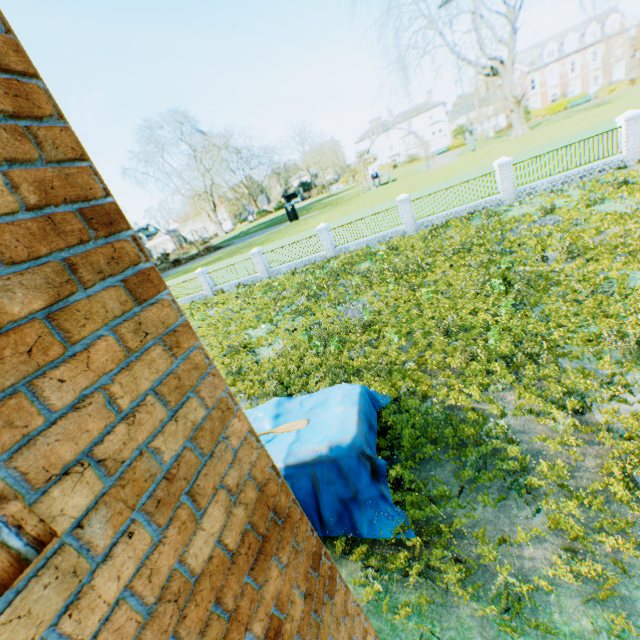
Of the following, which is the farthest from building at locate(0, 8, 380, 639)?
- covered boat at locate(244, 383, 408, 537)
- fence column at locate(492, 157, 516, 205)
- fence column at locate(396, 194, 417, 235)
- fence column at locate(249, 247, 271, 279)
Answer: fence column at locate(492, 157, 516, 205)

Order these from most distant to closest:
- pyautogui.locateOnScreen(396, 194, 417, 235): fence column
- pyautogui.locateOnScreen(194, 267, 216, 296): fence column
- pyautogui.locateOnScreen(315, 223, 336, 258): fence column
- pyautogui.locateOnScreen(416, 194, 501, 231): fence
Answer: pyautogui.locateOnScreen(194, 267, 216, 296): fence column
pyautogui.locateOnScreen(315, 223, 336, 258): fence column
pyautogui.locateOnScreen(396, 194, 417, 235): fence column
pyautogui.locateOnScreen(416, 194, 501, 231): fence

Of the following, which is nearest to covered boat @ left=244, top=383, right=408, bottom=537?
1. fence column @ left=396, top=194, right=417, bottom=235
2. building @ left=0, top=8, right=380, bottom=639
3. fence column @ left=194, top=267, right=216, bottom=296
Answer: building @ left=0, top=8, right=380, bottom=639

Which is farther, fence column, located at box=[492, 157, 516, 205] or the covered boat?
fence column, located at box=[492, 157, 516, 205]

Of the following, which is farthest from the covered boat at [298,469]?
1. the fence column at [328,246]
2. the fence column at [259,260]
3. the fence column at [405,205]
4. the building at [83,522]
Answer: the fence column at [259,260]

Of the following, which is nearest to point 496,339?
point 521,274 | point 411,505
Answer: point 521,274

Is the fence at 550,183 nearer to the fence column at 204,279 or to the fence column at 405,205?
the fence column at 405,205

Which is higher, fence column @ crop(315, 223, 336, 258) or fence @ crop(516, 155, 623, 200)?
fence column @ crop(315, 223, 336, 258)
